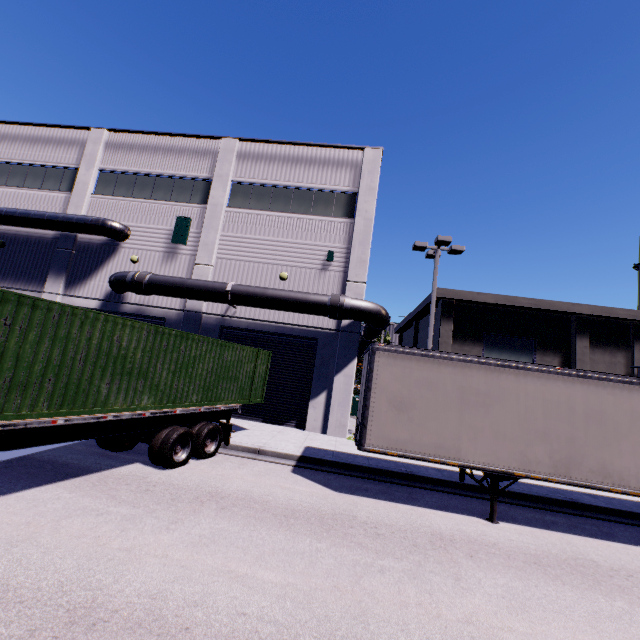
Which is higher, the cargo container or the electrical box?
the electrical box

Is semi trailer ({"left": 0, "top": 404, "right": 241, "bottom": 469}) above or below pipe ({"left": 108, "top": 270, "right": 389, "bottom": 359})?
below

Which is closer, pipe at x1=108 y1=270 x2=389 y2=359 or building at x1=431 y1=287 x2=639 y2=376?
pipe at x1=108 y1=270 x2=389 y2=359

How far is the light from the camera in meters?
15.3

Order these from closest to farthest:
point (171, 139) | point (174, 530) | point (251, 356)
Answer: point (174, 530)
point (251, 356)
point (171, 139)

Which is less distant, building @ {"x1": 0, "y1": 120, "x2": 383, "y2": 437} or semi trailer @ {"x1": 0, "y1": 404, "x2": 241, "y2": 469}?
semi trailer @ {"x1": 0, "y1": 404, "x2": 241, "y2": 469}

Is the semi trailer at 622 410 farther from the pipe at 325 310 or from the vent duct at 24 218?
the vent duct at 24 218

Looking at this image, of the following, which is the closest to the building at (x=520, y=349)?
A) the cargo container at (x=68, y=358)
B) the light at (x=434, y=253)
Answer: the cargo container at (x=68, y=358)
